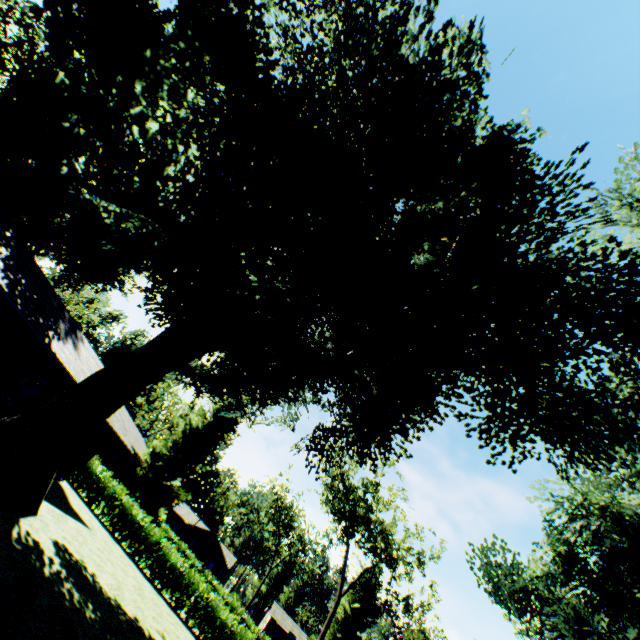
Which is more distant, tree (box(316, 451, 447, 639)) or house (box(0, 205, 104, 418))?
tree (box(316, 451, 447, 639))

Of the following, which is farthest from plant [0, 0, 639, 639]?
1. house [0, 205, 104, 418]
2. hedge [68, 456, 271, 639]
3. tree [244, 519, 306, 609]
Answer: tree [244, 519, 306, 609]

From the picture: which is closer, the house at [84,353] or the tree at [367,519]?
the house at [84,353]

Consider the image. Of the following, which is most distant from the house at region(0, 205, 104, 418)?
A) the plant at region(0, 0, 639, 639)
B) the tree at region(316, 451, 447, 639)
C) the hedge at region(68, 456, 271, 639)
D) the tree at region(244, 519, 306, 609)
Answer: the tree at region(244, 519, 306, 609)

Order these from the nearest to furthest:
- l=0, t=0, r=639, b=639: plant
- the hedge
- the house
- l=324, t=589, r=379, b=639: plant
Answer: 1. l=0, t=0, r=639, b=639: plant
2. the house
3. the hedge
4. l=324, t=589, r=379, b=639: plant

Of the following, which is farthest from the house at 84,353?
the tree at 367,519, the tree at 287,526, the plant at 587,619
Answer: the tree at 287,526

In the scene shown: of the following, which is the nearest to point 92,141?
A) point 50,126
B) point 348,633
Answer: point 50,126

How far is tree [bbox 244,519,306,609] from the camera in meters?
53.8
